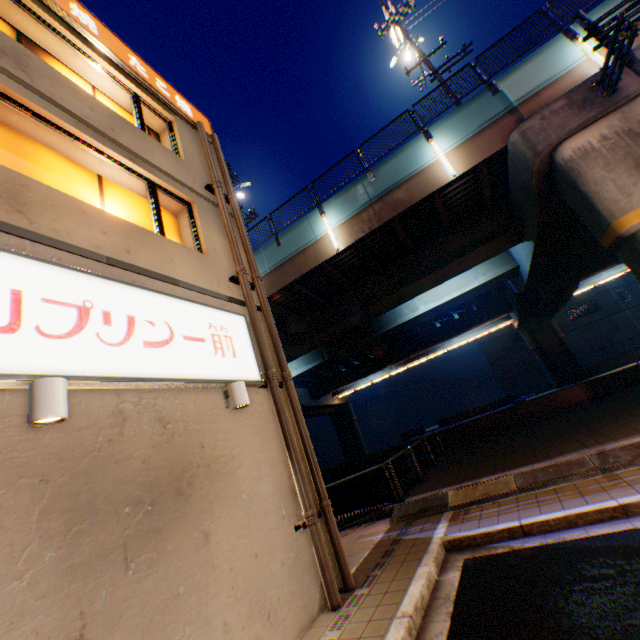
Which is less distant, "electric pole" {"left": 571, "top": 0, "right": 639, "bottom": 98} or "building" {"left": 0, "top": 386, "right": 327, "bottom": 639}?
"building" {"left": 0, "top": 386, "right": 327, "bottom": 639}

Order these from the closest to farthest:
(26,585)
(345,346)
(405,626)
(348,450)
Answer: (26,585)
(405,626)
(345,346)
(348,450)

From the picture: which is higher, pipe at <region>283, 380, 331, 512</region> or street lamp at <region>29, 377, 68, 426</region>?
street lamp at <region>29, 377, 68, 426</region>

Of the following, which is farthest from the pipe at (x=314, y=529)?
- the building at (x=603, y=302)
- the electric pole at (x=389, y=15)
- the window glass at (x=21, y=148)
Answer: the building at (x=603, y=302)

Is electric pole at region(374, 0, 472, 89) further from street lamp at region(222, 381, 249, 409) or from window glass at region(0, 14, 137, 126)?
street lamp at region(222, 381, 249, 409)

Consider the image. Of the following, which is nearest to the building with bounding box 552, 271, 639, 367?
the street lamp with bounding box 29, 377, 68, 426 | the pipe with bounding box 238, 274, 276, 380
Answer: the pipe with bounding box 238, 274, 276, 380

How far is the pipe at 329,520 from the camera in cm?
545

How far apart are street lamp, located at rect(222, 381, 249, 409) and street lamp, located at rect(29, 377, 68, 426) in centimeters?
236cm
